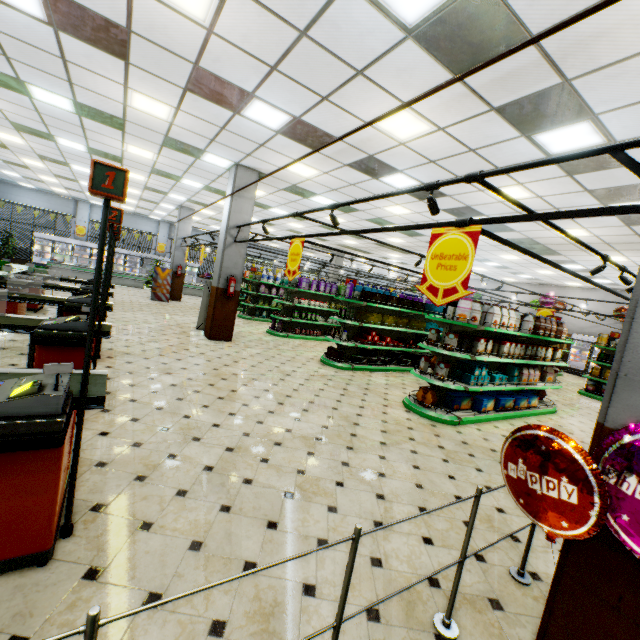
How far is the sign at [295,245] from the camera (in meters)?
5.76

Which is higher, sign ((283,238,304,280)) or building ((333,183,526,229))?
building ((333,183,526,229))

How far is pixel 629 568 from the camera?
1.7 meters

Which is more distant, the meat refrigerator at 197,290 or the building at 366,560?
the meat refrigerator at 197,290

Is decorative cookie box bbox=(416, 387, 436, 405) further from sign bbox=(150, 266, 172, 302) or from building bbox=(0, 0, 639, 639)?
sign bbox=(150, 266, 172, 302)

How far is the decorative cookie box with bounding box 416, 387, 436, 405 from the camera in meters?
6.2

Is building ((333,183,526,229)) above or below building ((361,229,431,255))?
below

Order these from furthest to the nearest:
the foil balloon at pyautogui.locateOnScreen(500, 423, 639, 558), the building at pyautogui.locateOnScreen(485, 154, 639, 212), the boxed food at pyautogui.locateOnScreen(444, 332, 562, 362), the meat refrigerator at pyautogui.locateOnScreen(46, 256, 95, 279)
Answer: the meat refrigerator at pyautogui.locateOnScreen(46, 256, 95, 279), the boxed food at pyautogui.locateOnScreen(444, 332, 562, 362), the building at pyautogui.locateOnScreen(485, 154, 639, 212), the foil balloon at pyautogui.locateOnScreen(500, 423, 639, 558)
